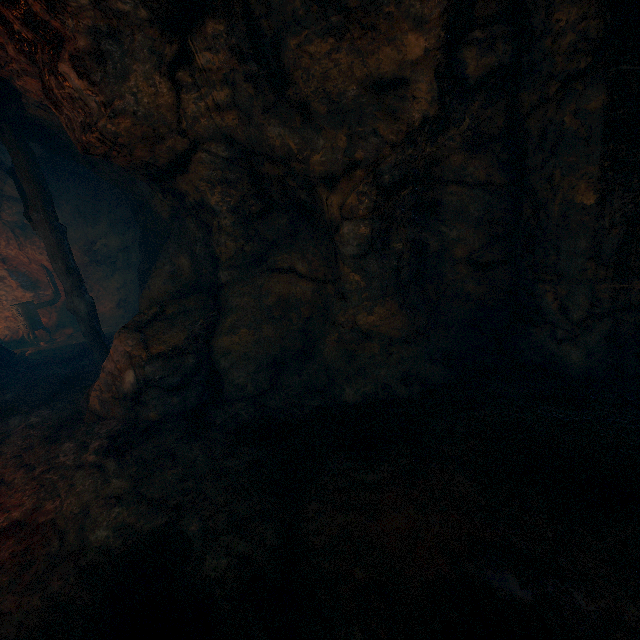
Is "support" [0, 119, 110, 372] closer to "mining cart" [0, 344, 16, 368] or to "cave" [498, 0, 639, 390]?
"mining cart" [0, 344, 16, 368]

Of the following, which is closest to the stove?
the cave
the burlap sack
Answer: the burlap sack

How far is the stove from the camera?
9.2m

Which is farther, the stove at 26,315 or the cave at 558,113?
the stove at 26,315

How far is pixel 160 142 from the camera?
3.8 meters

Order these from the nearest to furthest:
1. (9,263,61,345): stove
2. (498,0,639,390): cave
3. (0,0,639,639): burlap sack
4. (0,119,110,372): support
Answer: (0,0,639,639): burlap sack, (498,0,639,390): cave, (0,119,110,372): support, (9,263,61,345): stove

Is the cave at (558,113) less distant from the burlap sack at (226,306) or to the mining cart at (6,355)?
the burlap sack at (226,306)

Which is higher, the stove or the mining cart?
the stove
